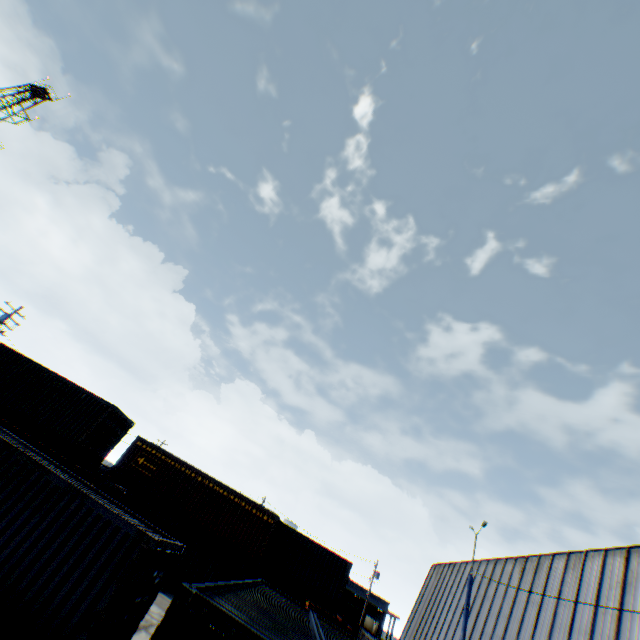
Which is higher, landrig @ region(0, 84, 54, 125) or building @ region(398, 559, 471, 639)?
landrig @ region(0, 84, 54, 125)

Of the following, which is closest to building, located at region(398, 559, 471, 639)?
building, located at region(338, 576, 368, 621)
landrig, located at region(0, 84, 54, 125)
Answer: building, located at region(338, 576, 368, 621)

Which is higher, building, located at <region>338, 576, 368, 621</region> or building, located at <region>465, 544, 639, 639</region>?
building, located at <region>465, 544, 639, 639</region>

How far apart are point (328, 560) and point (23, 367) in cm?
2294

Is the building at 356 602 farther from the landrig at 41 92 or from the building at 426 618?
the landrig at 41 92

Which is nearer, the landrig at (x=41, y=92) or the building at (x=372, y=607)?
the landrig at (x=41, y=92)

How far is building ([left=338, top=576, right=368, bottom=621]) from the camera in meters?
51.3

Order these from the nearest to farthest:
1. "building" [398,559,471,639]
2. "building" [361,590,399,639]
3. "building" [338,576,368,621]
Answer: "building" [398,559,471,639], "building" [361,590,399,639], "building" [338,576,368,621]
